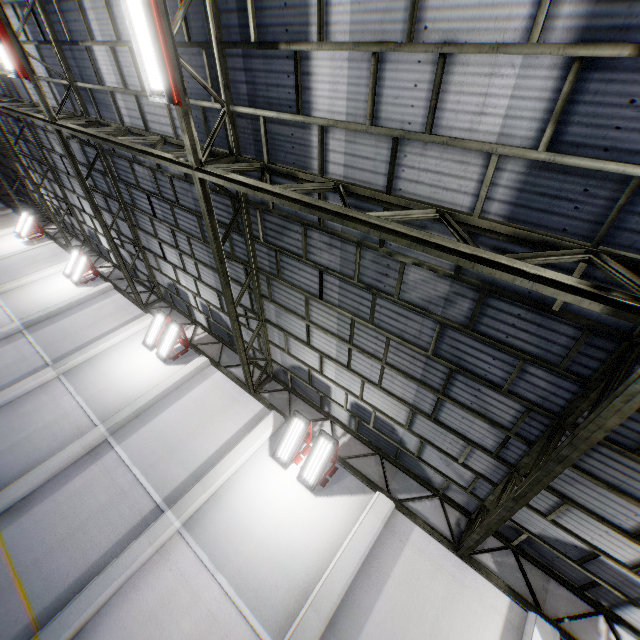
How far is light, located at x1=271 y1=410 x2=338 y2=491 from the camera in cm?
890

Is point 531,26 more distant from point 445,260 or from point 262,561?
point 262,561

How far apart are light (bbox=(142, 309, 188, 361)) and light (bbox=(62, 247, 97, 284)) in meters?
7.4 m

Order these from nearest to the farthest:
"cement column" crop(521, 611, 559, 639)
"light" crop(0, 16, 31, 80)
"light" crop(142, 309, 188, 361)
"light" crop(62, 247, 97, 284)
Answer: "cement column" crop(521, 611, 559, 639), "light" crop(0, 16, 31, 80), "light" crop(142, 309, 188, 361), "light" crop(62, 247, 97, 284)

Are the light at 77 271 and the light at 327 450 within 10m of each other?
no

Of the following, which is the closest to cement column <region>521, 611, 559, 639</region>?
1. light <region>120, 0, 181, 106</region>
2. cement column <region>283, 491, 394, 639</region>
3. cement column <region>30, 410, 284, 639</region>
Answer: cement column <region>283, 491, 394, 639</region>

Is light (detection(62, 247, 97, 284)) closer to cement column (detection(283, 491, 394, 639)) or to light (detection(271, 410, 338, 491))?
light (detection(271, 410, 338, 491))

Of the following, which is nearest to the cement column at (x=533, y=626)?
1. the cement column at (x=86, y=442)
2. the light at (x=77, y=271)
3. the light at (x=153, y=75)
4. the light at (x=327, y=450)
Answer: the light at (x=327, y=450)
